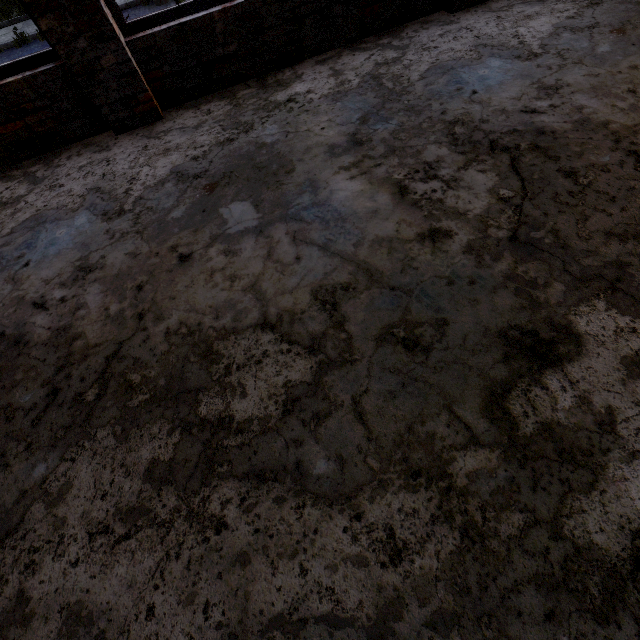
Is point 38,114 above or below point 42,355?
above
